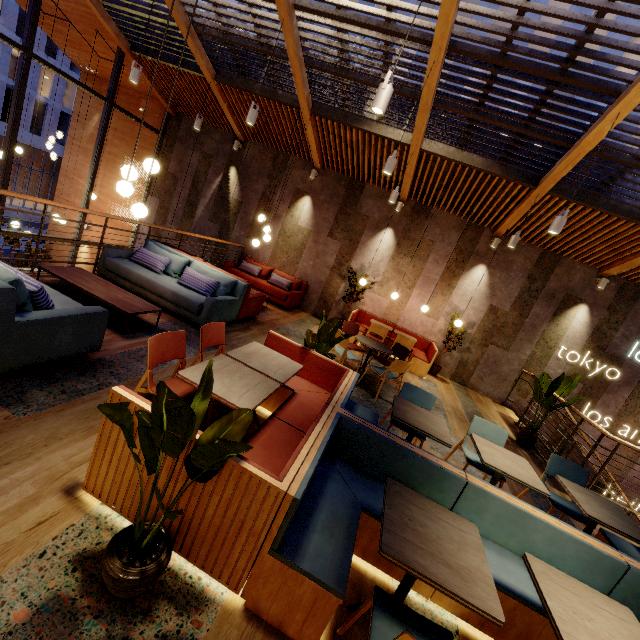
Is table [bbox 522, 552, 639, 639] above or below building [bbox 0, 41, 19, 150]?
below

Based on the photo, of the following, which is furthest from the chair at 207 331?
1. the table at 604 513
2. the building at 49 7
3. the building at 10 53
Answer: the building at 10 53

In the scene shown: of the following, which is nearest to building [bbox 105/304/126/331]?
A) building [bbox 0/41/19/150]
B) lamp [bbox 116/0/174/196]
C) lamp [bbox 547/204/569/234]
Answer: lamp [bbox 116/0/174/196]

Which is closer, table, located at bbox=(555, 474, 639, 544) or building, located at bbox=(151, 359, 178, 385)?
table, located at bbox=(555, 474, 639, 544)

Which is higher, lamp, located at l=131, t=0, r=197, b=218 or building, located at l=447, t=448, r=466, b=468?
lamp, located at l=131, t=0, r=197, b=218

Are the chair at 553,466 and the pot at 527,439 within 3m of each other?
yes

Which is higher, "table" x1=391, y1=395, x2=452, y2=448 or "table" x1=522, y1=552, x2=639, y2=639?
"table" x1=391, y1=395, x2=452, y2=448

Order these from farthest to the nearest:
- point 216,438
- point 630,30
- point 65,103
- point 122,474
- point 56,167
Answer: point 56,167 → point 65,103 → point 630,30 → point 122,474 → point 216,438
